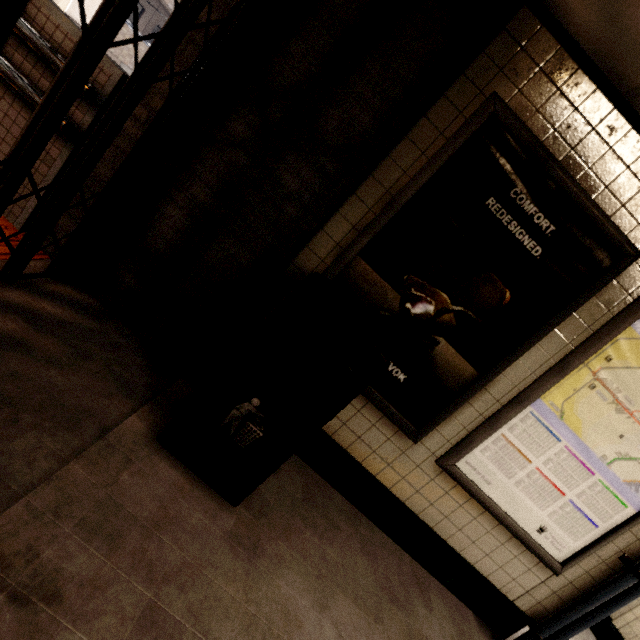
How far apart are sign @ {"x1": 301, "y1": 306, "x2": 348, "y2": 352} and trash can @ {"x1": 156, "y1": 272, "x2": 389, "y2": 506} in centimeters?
10cm

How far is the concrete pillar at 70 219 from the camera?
2.0 meters

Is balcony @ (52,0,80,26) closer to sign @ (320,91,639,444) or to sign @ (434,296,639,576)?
sign @ (320,91,639,444)

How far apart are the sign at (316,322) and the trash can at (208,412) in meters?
0.1 m

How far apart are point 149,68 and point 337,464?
2.62m

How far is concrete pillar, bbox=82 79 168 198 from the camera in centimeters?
184cm

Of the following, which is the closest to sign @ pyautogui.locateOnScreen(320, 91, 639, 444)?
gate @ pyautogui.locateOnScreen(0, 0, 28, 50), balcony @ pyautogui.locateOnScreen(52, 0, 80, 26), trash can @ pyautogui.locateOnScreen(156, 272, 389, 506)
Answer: trash can @ pyautogui.locateOnScreen(156, 272, 389, 506)

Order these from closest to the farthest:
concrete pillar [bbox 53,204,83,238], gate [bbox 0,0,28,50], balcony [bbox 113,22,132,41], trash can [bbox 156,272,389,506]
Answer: gate [bbox 0,0,28,50] → trash can [bbox 156,272,389,506] → concrete pillar [bbox 53,204,83,238] → balcony [bbox 113,22,132,41]
